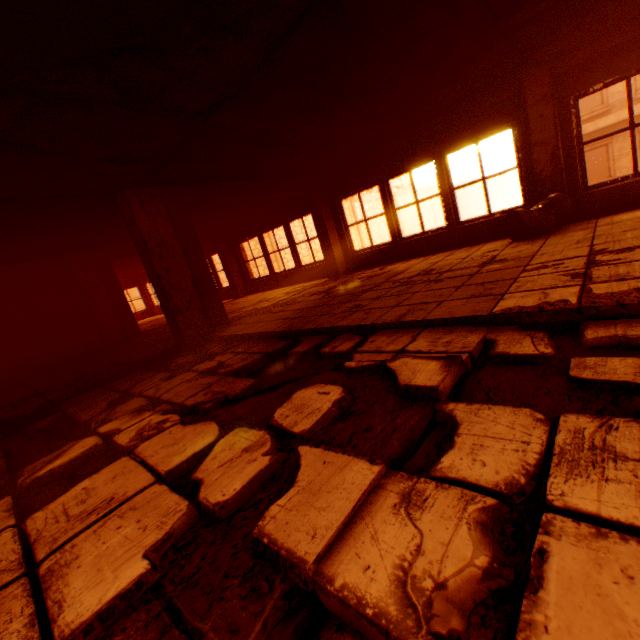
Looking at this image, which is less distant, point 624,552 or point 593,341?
point 624,552

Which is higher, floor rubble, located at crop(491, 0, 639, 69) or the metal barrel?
floor rubble, located at crop(491, 0, 639, 69)

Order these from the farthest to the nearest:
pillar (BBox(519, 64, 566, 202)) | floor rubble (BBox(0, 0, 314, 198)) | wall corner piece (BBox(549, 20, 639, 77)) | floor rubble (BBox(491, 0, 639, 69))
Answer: pillar (BBox(519, 64, 566, 202))
wall corner piece (BBox(549, 20, 639, 77))
floor rubble (BBox(491, 0, 639, 69))
floor rubble (BBox(0, 0, 314, 198))

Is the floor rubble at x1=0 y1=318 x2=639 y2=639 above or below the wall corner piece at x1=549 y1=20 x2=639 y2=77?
below

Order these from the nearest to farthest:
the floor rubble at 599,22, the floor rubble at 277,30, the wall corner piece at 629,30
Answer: the floor rubble at 277,30 → the floor rubble at 599,22 → the wall corner piece at 629,30

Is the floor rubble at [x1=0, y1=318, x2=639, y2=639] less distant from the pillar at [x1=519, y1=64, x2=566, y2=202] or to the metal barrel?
the metal barrel

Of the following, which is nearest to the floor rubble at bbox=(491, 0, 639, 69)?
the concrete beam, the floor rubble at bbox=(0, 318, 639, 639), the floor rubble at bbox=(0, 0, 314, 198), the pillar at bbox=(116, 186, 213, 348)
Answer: the floor rubble at bbox=(0, 0, 314, 198)

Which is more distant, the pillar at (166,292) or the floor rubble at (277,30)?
the pillar at (166,292)
